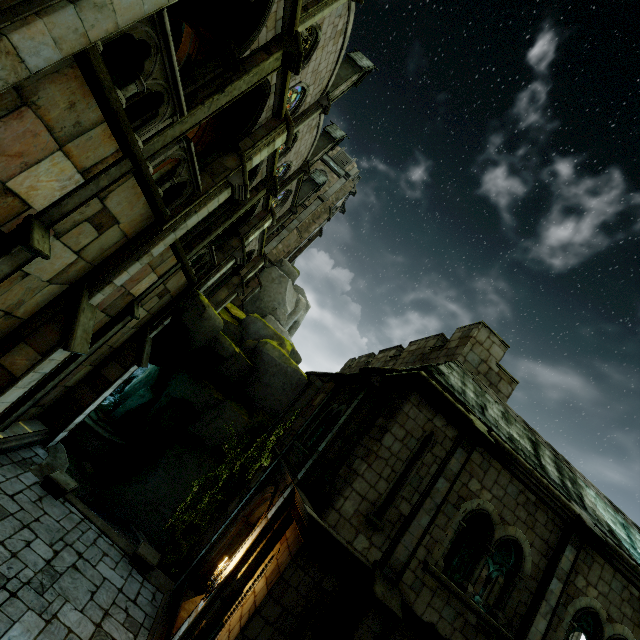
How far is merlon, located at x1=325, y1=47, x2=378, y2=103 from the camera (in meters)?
19.47

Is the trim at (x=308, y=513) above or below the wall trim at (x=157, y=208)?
below

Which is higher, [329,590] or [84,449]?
[329,590]

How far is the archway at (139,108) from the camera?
6.70m

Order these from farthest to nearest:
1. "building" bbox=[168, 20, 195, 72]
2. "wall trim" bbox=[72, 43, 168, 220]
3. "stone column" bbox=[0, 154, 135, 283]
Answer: "building" bbox=[168, 20, 195, 72] < "stone column" bbox=[0, 154, 135, 283] < "wall trim" bbox=[72, 43, 168, 220]

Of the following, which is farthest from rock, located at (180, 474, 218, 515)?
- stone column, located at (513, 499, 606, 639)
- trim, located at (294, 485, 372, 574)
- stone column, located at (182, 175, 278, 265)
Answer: stone column, located at (513, 499, 606, 639)

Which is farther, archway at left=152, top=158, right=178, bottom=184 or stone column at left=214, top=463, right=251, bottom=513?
stone column at left=214, top=463, right=251, bottom=513

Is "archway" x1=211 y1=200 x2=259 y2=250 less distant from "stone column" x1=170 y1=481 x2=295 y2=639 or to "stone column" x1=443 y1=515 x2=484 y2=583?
"stone column" x1=170 y1=481 x2=295 y2=639
